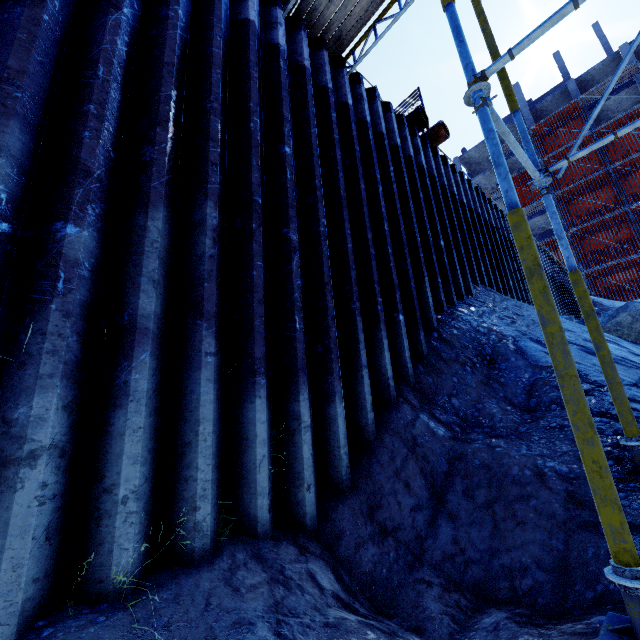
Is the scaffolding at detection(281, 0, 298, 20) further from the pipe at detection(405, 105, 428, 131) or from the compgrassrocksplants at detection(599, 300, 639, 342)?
the compgrassrocksplants at detection(599, 300, 639, 342)

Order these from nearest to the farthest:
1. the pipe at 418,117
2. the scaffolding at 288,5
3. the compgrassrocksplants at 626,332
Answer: the scaffolding at 288,5, the compgrassrocksplants at 626,332, the pipe at 418,117

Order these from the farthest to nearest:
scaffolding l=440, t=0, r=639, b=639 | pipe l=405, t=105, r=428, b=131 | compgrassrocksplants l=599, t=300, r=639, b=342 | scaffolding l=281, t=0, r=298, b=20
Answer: pipe l=405, t=105, r=428, b=131, compgrassrocksplants l=599, t=300, r=639, b=342, scaffolding l=281, t=0, r=298, b=20, scaffolding l=440, t=0, r=639, b=639

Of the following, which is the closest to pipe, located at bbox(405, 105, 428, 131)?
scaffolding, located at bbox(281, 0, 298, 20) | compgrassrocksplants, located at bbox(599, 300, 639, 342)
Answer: scaffolding, located at bbox(281, 0, 298, 20)

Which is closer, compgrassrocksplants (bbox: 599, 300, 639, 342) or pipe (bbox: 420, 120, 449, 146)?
compgrassrocksplants (bbox: 599, 300, 639, 342)

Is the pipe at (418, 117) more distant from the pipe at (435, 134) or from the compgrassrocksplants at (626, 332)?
the compgrassrocksplants at (626, 332)

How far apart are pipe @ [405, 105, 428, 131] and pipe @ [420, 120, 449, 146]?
0.30m

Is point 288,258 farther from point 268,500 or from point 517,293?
point 517,293
